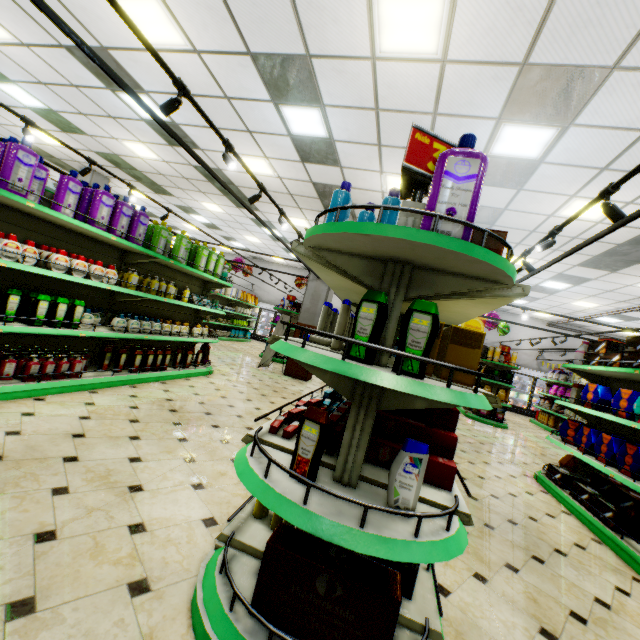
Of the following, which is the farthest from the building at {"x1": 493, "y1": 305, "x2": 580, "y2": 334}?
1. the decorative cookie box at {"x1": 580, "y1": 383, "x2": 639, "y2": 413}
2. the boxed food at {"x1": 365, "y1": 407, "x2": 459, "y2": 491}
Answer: the decorative cookie box at {"x1": 580, "y1": 383, "x2": 639, "y2": 413}

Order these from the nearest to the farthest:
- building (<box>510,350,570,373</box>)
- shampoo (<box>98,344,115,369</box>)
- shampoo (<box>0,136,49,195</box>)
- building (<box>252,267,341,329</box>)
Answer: shampoo (<box>0,136,49,195</box>)
shampoo (<box>98,344,115,369</box>)
building (<box>252,267,341,329</box>)
building (<box>510,350,570,373</box>)

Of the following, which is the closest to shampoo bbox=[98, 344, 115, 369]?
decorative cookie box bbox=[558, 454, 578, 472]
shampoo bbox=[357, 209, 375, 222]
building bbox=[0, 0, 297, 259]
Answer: building bbox=[0, 0, 297, 259]

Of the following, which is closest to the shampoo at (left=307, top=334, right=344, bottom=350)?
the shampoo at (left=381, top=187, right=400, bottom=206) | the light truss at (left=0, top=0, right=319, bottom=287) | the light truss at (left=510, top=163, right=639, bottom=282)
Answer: the shampoo at (left=381, top=187, right=400, bottom=206)

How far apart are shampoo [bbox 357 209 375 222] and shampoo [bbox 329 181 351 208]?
0.11m

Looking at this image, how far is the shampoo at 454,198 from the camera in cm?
138

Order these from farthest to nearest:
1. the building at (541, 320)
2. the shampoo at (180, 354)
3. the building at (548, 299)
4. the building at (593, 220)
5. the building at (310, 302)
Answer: the building at (541, 320) → the building at (310, 302) → the building at (548, 299) → the building at (593, 220) → the shampoo at (180, 354)

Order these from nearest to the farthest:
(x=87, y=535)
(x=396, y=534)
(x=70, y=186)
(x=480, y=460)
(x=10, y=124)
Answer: (x=396, y=534), (x=87, y=535), (x=70, y=186), (x=480, y=460), (x=10, y=124)
